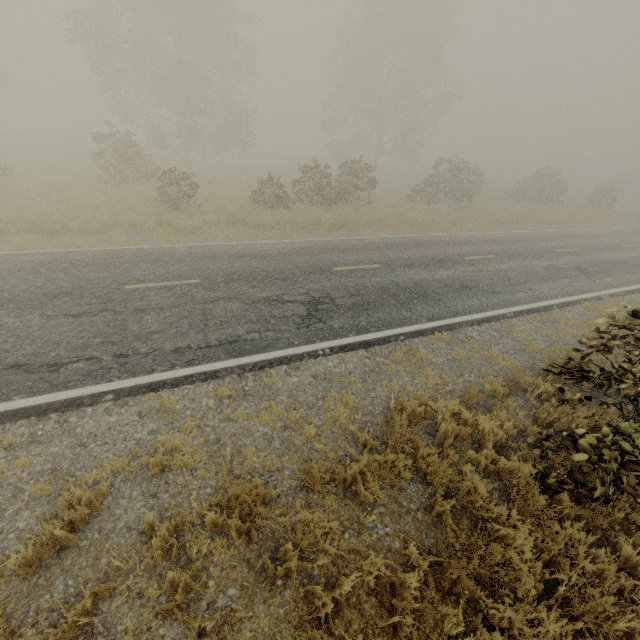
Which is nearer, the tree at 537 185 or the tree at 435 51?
the tree at 435 51

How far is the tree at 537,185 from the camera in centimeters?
2939cm

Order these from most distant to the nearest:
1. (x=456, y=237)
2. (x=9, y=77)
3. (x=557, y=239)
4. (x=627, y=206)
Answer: (x=627, y=206), (x=9, y=77), (x=557, y=239), (x=456, y=237)

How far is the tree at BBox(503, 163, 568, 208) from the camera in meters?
29.4 m

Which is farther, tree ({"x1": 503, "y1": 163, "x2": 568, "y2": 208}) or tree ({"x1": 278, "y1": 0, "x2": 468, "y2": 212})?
tree ({"x1": 503, "y1": 163, "x2": 568, "y2": 208})
